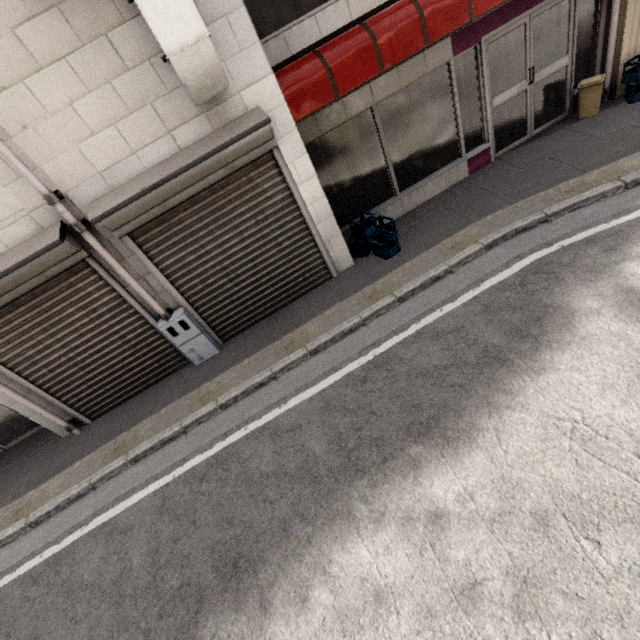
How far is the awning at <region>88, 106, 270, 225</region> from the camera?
3.9 meters

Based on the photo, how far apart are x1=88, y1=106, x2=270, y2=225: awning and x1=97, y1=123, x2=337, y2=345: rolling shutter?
0.0 meters

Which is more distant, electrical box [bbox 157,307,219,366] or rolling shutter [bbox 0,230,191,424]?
electrical box [bbox 157,307,219,366]

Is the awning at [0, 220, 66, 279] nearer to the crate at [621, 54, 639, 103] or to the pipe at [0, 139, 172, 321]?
the pipe at [0, 139, 172, 321]

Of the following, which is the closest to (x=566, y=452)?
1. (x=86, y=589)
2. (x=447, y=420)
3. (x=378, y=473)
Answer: (x=447, y=420)

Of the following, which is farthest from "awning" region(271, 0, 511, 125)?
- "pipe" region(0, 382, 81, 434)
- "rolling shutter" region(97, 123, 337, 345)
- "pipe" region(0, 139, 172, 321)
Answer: "pipe" region(0, 382, 81, 434)

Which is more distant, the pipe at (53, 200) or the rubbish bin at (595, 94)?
the rubbish bin at (595, 94)

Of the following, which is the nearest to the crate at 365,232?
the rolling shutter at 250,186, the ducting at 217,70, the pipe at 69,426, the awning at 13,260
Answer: the rolling shutter at 250,186
